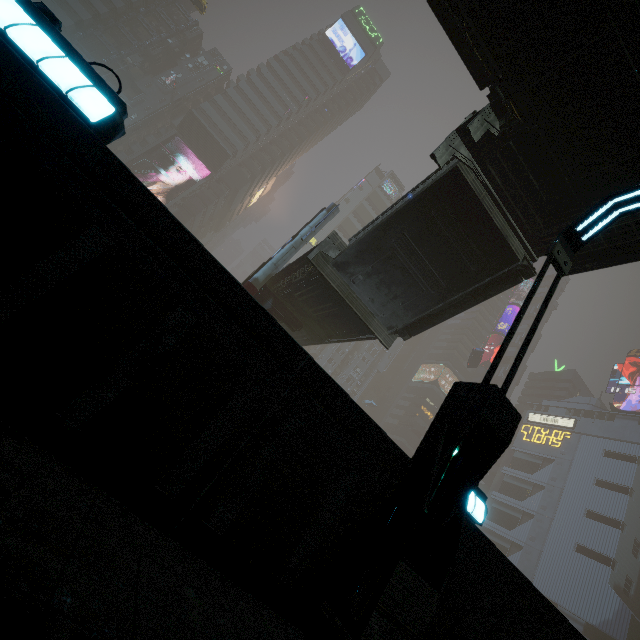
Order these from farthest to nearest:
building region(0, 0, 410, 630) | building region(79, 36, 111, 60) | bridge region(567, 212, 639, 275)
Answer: building region(79, 36, 111, 60) → bridge region(567, 212, 639, 275) → building region(0, 0, 410, 630)

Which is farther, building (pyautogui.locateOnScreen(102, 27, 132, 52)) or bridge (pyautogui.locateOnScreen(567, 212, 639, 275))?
building (pyautogui.locateOnScreen(102, 27, 132, 52))

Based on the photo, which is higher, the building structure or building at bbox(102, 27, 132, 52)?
building at bbox(102, 27, 132, 52)

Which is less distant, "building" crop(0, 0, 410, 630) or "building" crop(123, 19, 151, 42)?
"building" crop(0, 0, 410, 630)

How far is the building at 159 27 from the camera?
56.1m

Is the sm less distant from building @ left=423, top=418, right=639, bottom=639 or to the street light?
building @ left=423, top=418, right=639, bottom=639

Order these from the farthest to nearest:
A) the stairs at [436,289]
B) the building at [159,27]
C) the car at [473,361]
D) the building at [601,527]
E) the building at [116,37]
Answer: the building at [159,27]
the building at [116,37]
the car at [473,361]
the stairs at [436,289]
the building at [601,527]

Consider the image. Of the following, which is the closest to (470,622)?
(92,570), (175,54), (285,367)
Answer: (285,367)
